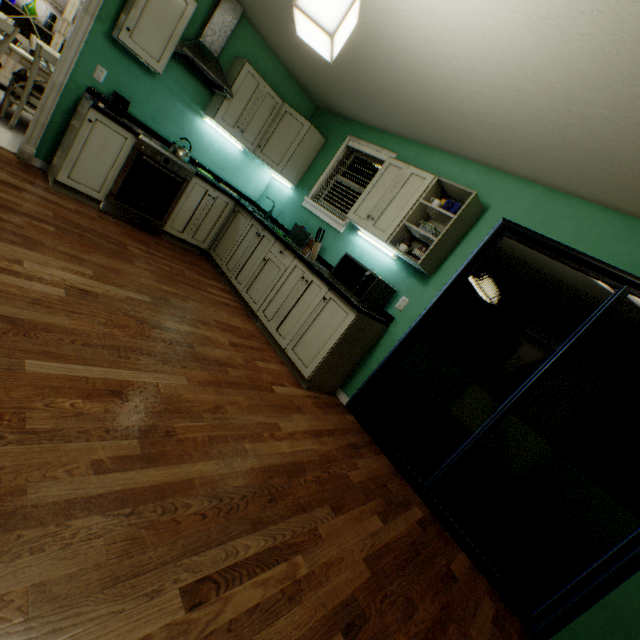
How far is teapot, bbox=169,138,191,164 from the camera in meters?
3.4

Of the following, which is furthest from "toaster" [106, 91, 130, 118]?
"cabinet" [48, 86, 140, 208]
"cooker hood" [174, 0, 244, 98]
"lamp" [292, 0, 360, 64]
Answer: "lamp" [292, 0, 360, 64]

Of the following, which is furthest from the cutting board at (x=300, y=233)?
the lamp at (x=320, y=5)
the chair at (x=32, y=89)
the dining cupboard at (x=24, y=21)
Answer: the dining cupboard at (x=24, y=21)

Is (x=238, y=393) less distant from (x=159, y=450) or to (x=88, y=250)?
(x=159, y=450)

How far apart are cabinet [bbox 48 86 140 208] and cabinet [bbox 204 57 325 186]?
0.8m

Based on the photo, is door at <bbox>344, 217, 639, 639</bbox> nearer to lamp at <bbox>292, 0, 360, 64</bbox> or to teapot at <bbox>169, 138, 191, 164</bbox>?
lamp at <bbox>292, 0, 360, 64</bbox>

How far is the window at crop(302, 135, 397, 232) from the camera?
3.7 meters

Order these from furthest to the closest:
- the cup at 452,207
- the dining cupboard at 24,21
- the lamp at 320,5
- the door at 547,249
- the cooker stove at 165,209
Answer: the dining cupboard at 24,21 → the cooker stove at 165,209 → the cup at 452,207 → the door at 547,249 → the lamp at 320,5
